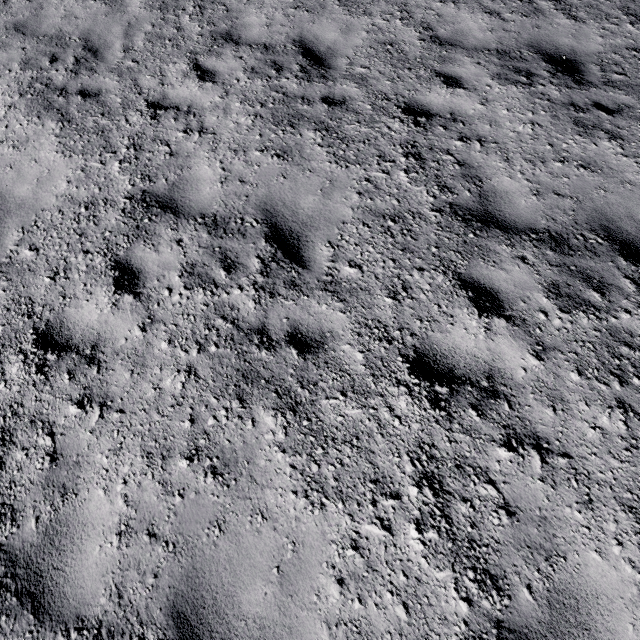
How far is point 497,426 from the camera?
2.9 meters
